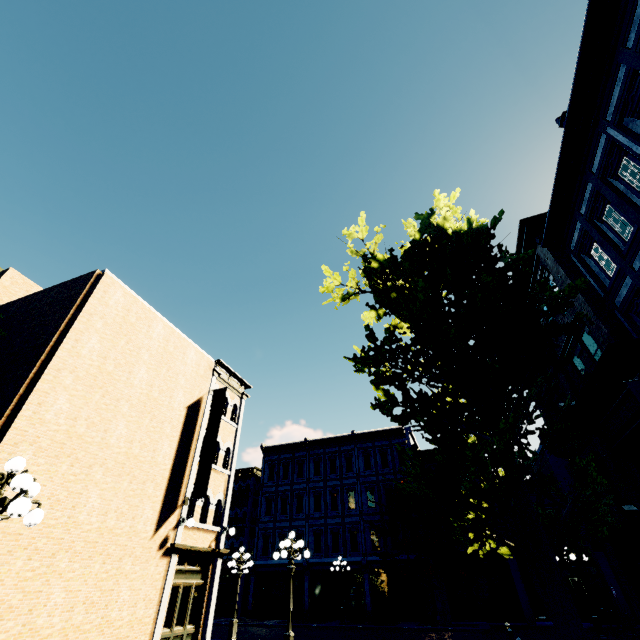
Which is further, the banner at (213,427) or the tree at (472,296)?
the banner at (213,427)

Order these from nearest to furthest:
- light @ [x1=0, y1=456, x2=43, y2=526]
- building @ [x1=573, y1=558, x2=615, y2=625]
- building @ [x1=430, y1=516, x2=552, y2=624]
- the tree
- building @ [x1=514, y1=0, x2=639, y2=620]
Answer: light @ [x1=0, y1=456, x2=43, y2=526]
the tree
building @ [x1=514, y1=0, x2=639, y2=620]
building @ [x1=573, y1=558, x2=615, y2=625]
building @ [x1=430, y1=516, x2=552, y2=624]

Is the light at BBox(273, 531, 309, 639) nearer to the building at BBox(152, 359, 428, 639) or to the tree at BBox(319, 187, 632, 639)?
the tree at BBox(319, 187, 632, 639)

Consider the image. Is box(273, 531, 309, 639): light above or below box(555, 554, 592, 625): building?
above

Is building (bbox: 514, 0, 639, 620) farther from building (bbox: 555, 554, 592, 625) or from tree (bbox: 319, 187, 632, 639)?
tree (bbox: 319, 187, 632, 639)

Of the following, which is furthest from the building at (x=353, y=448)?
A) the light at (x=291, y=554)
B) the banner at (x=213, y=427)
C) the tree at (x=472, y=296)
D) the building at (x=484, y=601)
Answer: the banner at (x=213, y=427)

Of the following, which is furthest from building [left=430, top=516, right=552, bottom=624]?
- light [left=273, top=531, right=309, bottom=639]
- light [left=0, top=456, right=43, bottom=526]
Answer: light [left=0, top=456, right=43, bottom=526]

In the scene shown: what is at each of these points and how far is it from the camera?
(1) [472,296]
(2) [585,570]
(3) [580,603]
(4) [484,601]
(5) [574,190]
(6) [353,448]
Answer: (1) tree, 6.0m
(2) building, 20.6m
(3) building, 20.3m
(4) building, 21.5m
(5) building, 11.6m
(6) building, 30.9m
